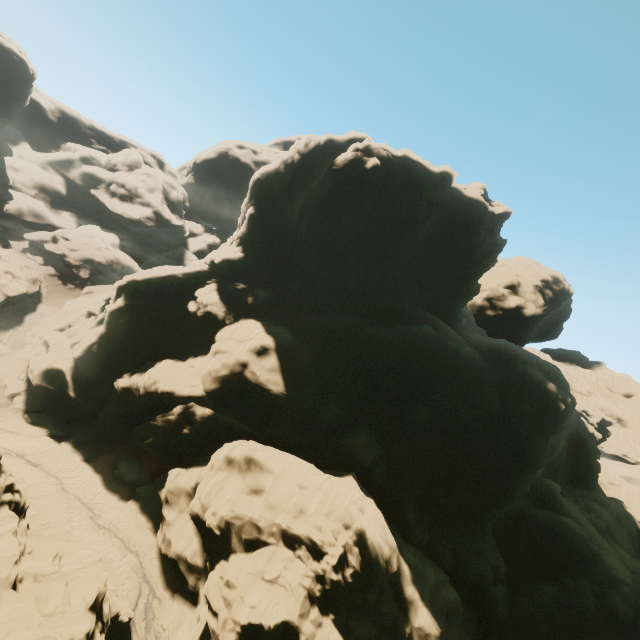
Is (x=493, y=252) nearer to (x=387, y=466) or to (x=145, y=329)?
(x=387, y=466)

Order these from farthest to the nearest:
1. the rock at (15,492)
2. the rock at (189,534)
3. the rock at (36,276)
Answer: the rock at (36,276) → the rock at (189,534) → the rock at (15,492)

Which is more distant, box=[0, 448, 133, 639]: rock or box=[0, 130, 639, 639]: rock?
box=[0, 130, 639, 639]: rock

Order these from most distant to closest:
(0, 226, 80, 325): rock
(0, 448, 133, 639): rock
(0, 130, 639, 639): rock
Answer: (0, 226, 80, 325): rock < (0, 130, 639, 639): rock < (0, 448, 133, 639): rock

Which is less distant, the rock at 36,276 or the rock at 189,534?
the rock at 189,534
